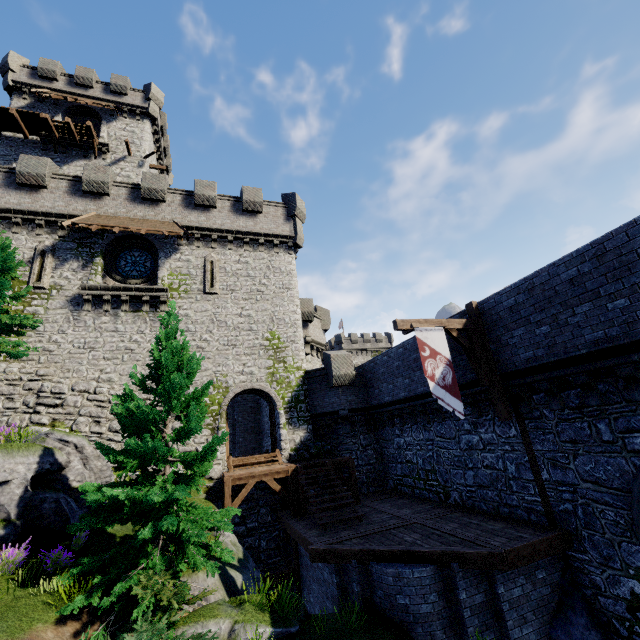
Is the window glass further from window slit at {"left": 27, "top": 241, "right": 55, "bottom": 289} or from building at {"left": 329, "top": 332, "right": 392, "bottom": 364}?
building at {"left": 329, "top": 332, "right": 392, "bottom": 364}

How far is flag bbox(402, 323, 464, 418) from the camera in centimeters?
924cm

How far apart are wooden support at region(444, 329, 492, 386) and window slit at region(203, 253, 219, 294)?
13.5m

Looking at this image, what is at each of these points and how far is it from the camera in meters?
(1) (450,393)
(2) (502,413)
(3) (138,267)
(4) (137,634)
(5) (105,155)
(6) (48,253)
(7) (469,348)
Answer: (1) flag, 9.4 m
(2) wooden post, 10.0 m
(3) window glass, 19.3 m
(4) bush, 6.2 m
(5) building, 26.1 m
(6) window slit, 17.1 m
(7) wooden support, 10.7 m

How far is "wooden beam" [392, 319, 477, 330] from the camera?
10.01m

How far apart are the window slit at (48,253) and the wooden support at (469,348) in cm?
1909

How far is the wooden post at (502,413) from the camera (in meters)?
10.05

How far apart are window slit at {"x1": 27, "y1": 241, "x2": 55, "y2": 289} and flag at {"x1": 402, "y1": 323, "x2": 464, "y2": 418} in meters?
18.0 m
